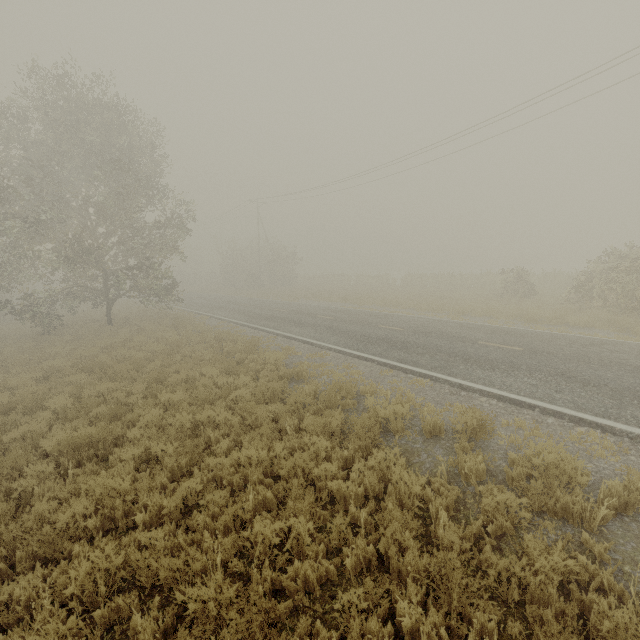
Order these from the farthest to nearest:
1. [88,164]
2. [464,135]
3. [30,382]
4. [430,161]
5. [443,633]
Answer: [430,161] < [464,135] < [88,164] < [30,382] < [443,633]
